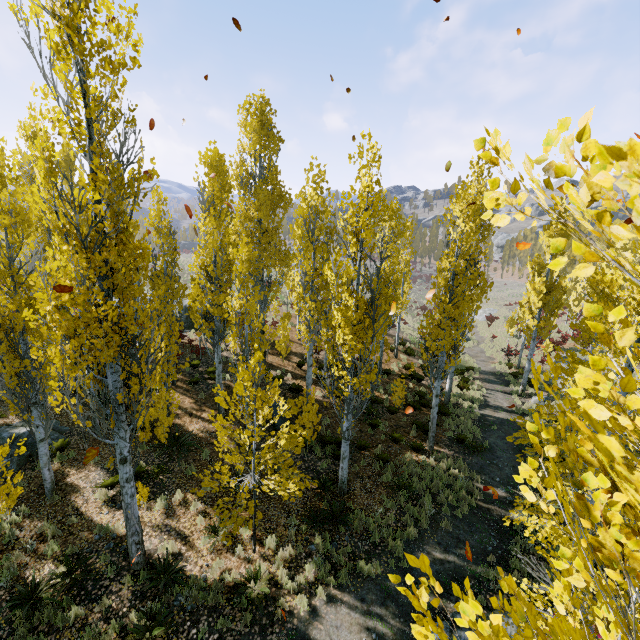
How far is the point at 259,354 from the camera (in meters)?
7.48

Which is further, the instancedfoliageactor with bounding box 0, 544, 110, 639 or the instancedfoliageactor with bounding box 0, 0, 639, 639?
the instancedfoliageactor with bounding box 0, 544, 110, 639

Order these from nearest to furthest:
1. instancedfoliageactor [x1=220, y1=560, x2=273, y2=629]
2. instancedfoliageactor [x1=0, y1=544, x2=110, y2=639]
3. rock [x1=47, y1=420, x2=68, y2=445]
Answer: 1. instancedfoliageactor [x1=0, y1=544, x2=110, y2=639]
2. instancedfoliageactor [x1=220, y1=560, x2=273, y2=629]
3. rock [x1=47, y1=420, x2=68, y2=445]

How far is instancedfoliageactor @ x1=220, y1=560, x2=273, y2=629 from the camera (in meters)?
7.42

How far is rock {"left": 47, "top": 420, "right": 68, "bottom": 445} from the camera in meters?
11.5

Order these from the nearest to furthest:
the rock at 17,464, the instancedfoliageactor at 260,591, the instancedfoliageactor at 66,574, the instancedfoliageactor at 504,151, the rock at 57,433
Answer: the instancedfoliageactor at 504,151
the instancedfoliageactor at 66,574
the instancedfoliageactor at 260,591
the rock at 17,464
the rock at 57,433

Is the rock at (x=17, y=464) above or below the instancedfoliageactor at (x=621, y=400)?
below

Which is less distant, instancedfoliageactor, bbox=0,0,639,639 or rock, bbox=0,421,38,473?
A: instancedfoliageactor, bbox=0,0,639,639
